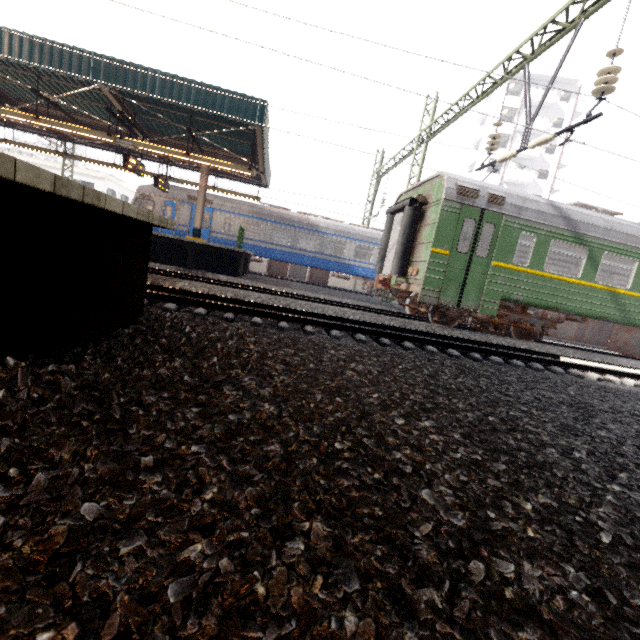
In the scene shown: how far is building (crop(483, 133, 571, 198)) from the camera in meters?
38.9 m

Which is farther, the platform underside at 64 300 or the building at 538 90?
the building at 538 90

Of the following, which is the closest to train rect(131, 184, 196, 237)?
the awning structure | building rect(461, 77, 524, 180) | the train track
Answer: the awning structure

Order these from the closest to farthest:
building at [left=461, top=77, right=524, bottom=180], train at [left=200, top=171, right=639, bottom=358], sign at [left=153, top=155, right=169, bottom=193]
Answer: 1. train at [left=200, top=171, right=639, bottom=358]
2. sign at [left=153, top=155, right=169, bottom=193]
3. building at [left=461, top=77, right=524, bottom=180]

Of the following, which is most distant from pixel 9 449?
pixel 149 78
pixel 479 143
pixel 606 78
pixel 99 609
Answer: pixel 479 143

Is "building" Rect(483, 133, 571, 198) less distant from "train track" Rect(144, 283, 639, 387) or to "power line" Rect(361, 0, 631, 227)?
"power line" Rect(361, 0, 631, 227)

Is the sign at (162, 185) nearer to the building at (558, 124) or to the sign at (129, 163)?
the sign at (129, 163)
